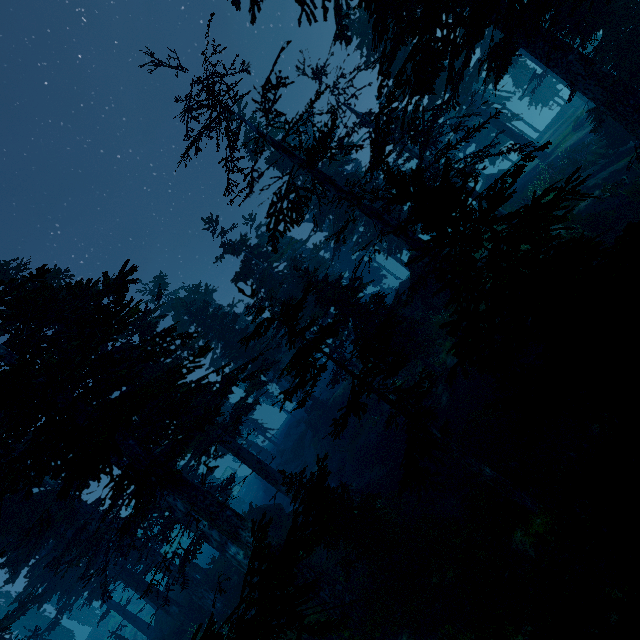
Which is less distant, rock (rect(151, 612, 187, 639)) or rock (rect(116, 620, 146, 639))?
rock (rect(151, 612, 187, 639))

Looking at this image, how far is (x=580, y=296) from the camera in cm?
221

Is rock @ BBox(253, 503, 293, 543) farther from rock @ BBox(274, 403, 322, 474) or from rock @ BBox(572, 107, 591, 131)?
rock @ BBox(572, 107, 591, 131)

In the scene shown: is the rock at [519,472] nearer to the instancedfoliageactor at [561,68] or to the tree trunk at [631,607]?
the instancedfoliageactor at [561,68]

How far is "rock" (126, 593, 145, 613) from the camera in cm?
5469

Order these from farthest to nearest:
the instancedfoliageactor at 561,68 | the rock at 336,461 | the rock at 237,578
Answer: the rock at 336,461 < the rock at 237,578 < the instancedfoliageactor at 561,68

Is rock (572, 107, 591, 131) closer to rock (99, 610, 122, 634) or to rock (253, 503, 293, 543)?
rock (253, 503, 293, 543)

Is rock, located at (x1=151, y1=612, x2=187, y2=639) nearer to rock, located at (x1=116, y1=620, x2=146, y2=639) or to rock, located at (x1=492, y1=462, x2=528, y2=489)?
rock, located at (x1=492, y1=462, x2=528, y2=489)
